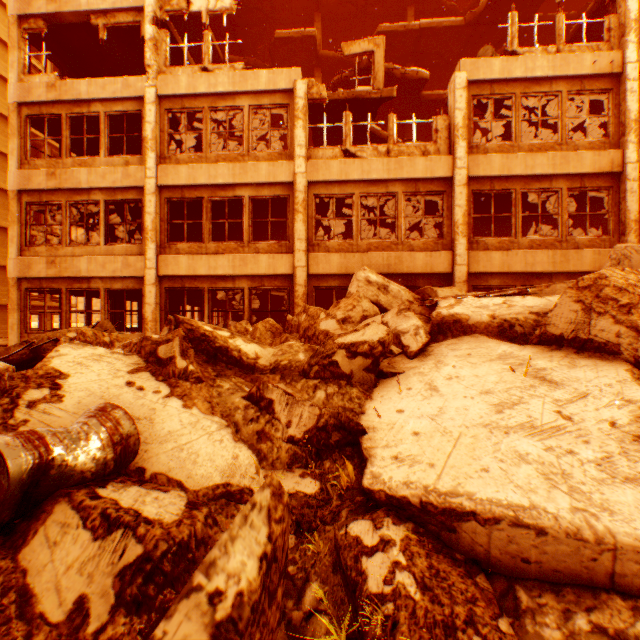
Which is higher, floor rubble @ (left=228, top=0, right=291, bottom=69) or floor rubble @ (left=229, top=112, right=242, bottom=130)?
floor rubble @ (left=228, top=0, right=291, bottom=69)

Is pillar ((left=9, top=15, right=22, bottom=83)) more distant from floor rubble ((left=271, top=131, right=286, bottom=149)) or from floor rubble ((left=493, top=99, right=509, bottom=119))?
floor rubble ((left=493, top=99, right=509, bottom=119))

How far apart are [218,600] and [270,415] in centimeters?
223cm

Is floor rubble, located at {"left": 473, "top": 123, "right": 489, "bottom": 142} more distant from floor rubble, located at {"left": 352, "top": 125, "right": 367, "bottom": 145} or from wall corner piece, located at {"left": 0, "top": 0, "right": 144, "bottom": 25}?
floor rubble, located at {"left": 352, "top": 125, "right": 367, "bottom": 145}

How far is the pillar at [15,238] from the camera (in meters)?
11.02

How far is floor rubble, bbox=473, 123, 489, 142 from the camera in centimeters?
1387cm

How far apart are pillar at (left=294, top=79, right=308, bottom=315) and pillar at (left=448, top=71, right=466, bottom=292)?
4.56m

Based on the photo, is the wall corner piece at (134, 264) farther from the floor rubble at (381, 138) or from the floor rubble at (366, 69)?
the floor rubble at (366, 69)
